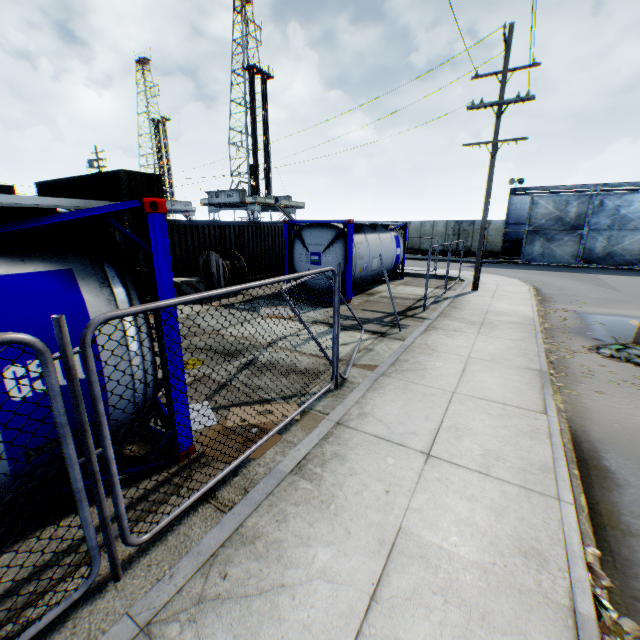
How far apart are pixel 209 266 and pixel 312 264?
4.1m

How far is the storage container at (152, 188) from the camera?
19.5m

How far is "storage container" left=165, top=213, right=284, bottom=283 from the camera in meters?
12.7

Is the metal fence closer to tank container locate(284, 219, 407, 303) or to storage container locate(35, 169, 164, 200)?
tank container locate(284, 219, 407, 303)

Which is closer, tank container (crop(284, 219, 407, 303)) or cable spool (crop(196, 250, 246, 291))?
tank container (crop(284, 219, 407, 303))

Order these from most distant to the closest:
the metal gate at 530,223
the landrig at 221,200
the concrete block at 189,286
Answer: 1. the landrig at 221,200
2. the metal gate at 530,223
3. the concrete block at 189,286

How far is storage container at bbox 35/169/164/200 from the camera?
19.48m

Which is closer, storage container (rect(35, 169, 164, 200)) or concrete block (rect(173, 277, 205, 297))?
concrete block (rect(173, 277, 205, 297))
